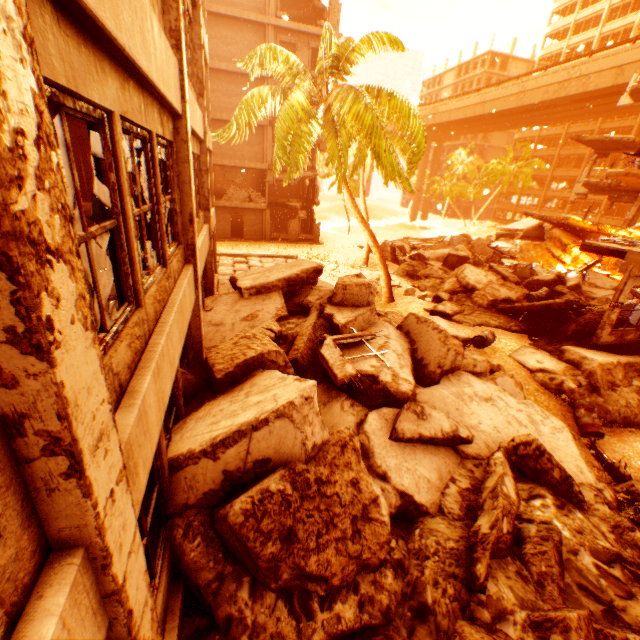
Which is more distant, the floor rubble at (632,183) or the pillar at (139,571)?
the floor rubble at (632,183)

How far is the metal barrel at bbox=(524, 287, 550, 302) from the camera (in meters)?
14.02

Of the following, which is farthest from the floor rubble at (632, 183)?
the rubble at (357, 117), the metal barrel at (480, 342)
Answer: the metal barrel at (480, 342)

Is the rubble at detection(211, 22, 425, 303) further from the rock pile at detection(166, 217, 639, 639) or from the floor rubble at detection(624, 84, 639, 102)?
the floor rubble at detection(624, 84, 639, 102)

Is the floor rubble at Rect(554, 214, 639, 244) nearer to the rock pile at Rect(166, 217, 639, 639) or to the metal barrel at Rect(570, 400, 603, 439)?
the rock pile at Rect(166, 217, 639, 639)

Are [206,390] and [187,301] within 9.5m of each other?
yes

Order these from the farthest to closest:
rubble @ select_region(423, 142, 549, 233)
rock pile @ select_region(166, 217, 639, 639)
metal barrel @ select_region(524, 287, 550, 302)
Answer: rubble @ select_region(423, 142, 549, 233), metal barrel @ select_region(524, 287, 550, 302), rock pile @ select_region(166, 217, 639, 639)

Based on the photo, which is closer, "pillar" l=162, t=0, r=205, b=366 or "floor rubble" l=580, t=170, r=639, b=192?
"pillar" l=162, t=0, r=205, b=366
